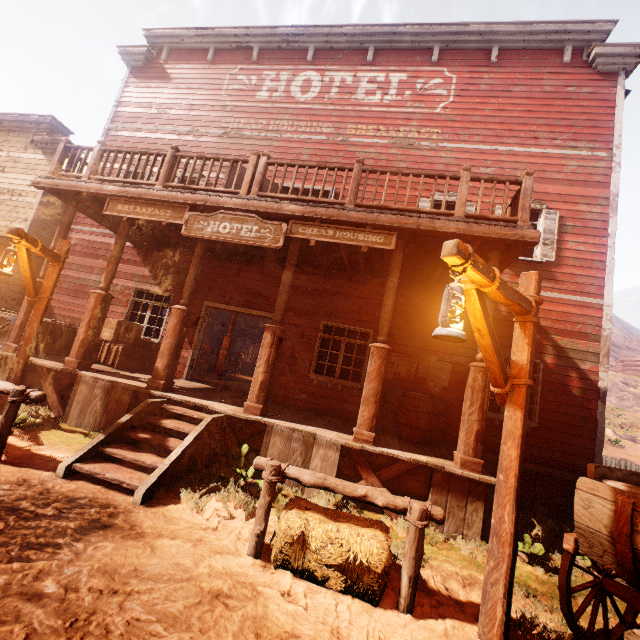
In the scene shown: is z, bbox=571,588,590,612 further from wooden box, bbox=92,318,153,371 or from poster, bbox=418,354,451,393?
poster, bbox=418,354,451,393

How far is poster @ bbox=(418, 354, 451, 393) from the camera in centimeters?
783cm

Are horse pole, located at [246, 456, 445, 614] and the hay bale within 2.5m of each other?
yes

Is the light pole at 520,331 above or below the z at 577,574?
above

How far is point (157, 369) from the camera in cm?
616

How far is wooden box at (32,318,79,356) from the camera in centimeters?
784cm

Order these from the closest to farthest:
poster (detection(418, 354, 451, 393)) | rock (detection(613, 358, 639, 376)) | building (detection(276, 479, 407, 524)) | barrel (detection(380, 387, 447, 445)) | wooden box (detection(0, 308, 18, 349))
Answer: building (detection(276, 479, 407, 524)) < barrel (detection(380, 387, 447, 445)) < wooden box (detection(0, 308, 18, 349)) < poster (detection(418, 354, 451, 393)) < rock (detection(613, 358, 639, 376))

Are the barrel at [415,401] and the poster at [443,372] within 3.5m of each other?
yes
